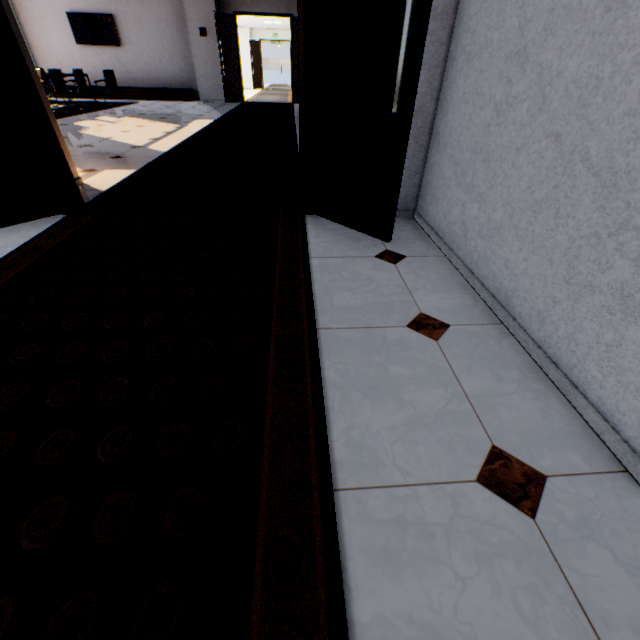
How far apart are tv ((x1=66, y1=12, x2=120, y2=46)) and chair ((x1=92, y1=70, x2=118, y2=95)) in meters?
2.1

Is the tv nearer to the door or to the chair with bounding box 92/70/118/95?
the chair with bounding box 92/70/118/95

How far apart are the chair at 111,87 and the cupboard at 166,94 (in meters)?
1.50

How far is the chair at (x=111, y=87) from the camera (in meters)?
9.70

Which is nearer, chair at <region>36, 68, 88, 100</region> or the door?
the door

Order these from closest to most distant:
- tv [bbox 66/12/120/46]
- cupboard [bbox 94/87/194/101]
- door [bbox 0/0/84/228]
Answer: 1. door [bbox 0/0/84/228]
2. tv [bbox 66/12/120/46]
3. cupboard [bbox 94/87/194/101]

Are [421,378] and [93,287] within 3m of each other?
yes

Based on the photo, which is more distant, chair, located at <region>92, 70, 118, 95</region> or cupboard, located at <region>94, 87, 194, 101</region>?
cupboard, located at <region>94, 87, 194, 101</region>
